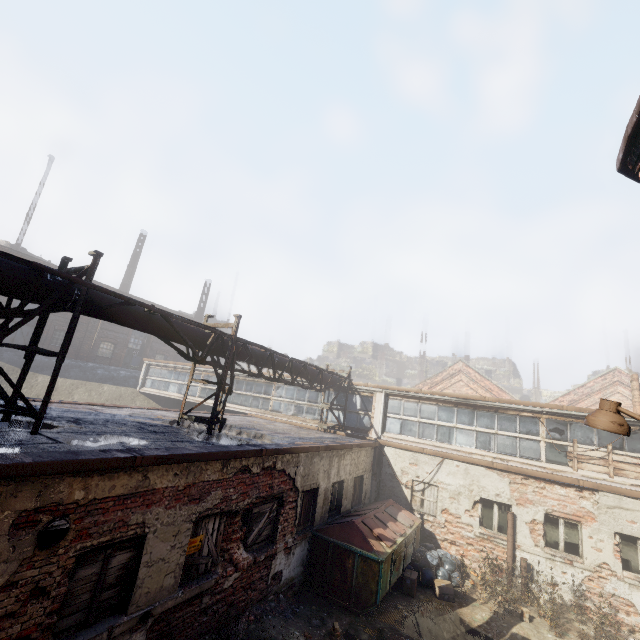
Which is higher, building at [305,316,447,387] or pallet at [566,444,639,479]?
building at [305,316,447,387]

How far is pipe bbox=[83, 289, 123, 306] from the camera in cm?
632

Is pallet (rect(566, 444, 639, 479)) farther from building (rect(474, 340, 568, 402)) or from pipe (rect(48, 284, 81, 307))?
building (rect(474, 340, 568, 402))

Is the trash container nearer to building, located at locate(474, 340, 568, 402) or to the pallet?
the pallet

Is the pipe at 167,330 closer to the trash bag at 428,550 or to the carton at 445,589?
the trash bag at 428,550

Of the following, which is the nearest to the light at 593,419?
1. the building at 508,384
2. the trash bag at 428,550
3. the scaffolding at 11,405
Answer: the scaffolding at 11,405

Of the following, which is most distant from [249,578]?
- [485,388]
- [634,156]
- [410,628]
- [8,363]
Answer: [485,388]

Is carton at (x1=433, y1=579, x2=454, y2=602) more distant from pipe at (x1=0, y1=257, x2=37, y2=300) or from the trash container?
pipe at (x1=0, y1=257, x2=37, y2=300)
